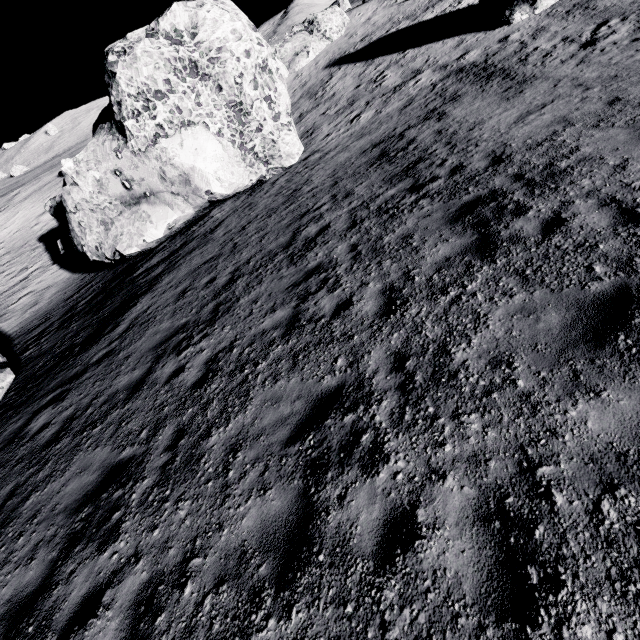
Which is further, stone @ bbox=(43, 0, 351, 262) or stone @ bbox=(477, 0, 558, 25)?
stone @ bbox=(477, 0, 558, 25)

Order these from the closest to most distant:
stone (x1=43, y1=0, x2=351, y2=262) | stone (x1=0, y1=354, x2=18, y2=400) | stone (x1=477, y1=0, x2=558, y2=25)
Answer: stone (x1=0, y1=354, x2=18, y2=400)
stone (x1=43, y1=0, x2=351, y2=262)
stone (x1=477, y1=0, x2=558, y2=25)

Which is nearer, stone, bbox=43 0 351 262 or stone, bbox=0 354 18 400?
stone, bbox=0 354 18 400

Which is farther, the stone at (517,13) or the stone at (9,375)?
the stone at (517,13)

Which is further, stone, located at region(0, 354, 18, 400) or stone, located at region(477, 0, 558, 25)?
stone, located at region(477, 0, 558, 25)

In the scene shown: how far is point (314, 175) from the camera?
14.30m

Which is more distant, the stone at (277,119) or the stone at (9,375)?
the stone at (277,119)

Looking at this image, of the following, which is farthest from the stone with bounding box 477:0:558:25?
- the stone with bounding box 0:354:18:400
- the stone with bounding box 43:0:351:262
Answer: the stone with bounding box 0:354:18:400
